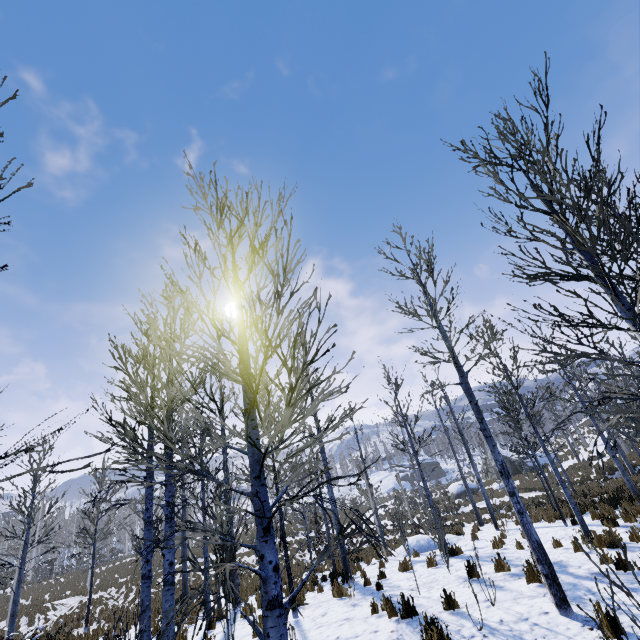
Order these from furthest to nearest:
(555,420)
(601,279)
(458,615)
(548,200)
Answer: (555,420) → (458,615) → (548,200) → (601,279)

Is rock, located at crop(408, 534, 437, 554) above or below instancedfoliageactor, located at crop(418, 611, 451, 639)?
below

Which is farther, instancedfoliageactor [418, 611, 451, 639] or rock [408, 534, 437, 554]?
rock [408, 534, 437, 554]

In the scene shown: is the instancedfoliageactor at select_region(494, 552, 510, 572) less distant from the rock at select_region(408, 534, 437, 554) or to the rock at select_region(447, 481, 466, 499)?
the rock at select_region(408, 534, 437, 554)

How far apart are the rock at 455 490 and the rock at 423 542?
23.7 meters

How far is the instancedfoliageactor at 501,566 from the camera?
7.77m

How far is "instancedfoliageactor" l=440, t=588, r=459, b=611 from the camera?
6.3m

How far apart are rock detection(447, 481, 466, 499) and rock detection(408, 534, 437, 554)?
23.66m
